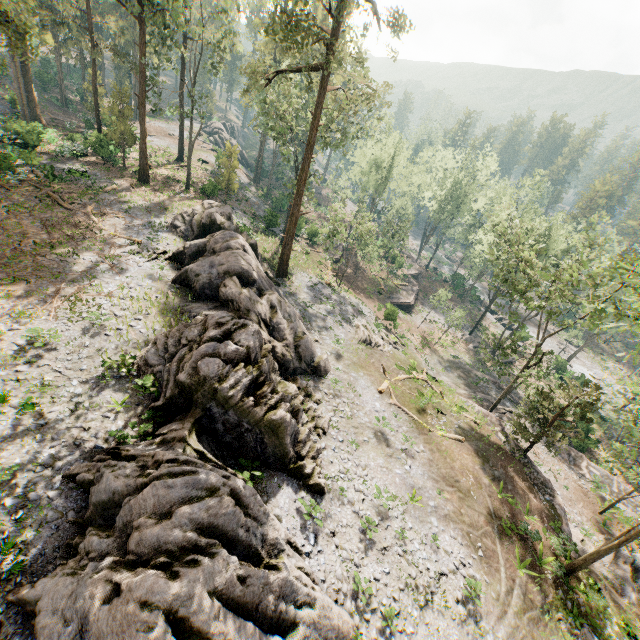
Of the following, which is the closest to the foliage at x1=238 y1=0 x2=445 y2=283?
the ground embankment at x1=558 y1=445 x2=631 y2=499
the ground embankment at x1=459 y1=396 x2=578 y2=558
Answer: the ground embankment at x1=459 y1=396 x2=578 y2=558

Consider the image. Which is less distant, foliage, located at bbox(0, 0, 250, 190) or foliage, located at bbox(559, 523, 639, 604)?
foliage, located at bbox(559, 523, 639, 604)

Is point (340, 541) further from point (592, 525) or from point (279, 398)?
point (592, 525)

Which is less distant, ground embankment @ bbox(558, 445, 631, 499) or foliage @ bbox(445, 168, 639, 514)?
foliage @ bbox(445, 168, 639, 514)

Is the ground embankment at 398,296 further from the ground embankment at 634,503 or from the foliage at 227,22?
the foliage at 227,22

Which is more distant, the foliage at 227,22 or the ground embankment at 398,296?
the ground embankment at 398,296
